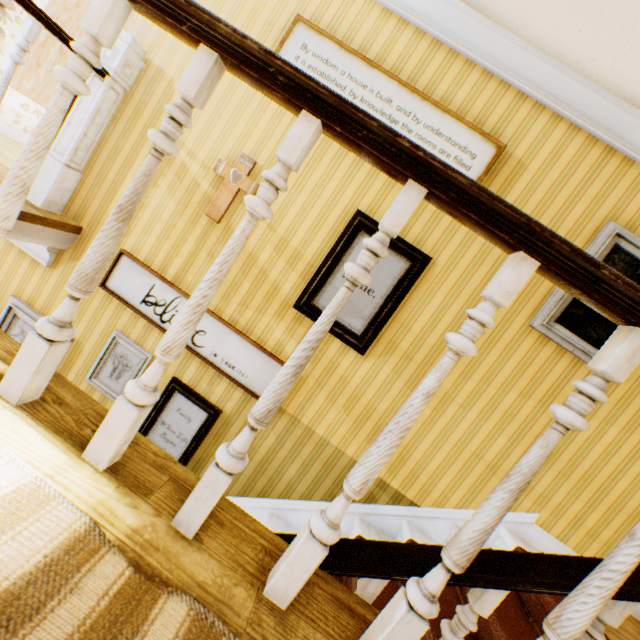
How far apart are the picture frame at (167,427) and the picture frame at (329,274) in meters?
1.2

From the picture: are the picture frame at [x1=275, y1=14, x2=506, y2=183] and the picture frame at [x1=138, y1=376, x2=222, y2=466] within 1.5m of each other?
no

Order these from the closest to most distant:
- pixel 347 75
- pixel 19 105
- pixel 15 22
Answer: pixel 347 75 → pixel 15 22 → pixel 19 105

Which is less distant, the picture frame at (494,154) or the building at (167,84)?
the building at (167,84)

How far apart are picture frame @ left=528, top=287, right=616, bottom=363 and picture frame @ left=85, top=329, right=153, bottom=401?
3.4 meters

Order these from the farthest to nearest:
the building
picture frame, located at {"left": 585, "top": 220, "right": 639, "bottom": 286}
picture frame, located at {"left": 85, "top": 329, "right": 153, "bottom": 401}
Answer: picture frame, located at {"left": 85, "top": 329, "right": 153, "bottom": 401}, picture frame, located at {"left": 585, "top": 220, "right": 639, "bottom": 286}, the building

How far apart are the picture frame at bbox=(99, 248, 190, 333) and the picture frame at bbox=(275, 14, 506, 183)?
1.9 meters

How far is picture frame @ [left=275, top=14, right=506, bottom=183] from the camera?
2.52m
